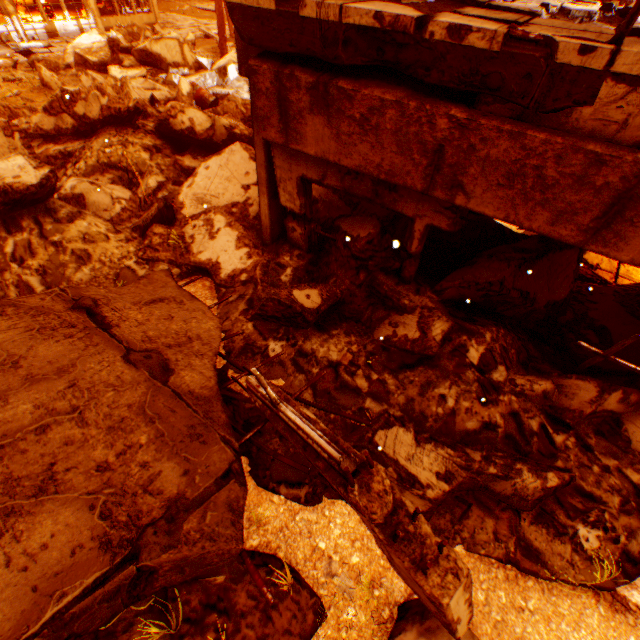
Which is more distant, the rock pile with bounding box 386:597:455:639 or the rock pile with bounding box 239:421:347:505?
the rock pile with bounding box 239:421:347:505

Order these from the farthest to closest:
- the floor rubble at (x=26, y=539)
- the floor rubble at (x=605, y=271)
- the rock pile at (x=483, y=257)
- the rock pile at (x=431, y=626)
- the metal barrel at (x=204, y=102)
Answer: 1. the metal barrel at (x=204, y=102)
2. the floor rubble at (x=605, y=271)
3. the rock pile at (x=483, y=257)
4. the rock pile at (x=431, y=626)
5. the floor rubble at (x=26, y=539)

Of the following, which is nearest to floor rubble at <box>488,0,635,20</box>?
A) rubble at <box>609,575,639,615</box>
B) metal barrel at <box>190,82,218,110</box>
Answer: rubble at <box>609,575,639,615</box>

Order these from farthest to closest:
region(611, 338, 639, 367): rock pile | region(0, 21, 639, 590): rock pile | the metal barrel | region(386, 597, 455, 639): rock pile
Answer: the metal barrel, region(611, 338, 639, 367): rock pile, region(0, 21, 639, 590): rock pile, region(386, 597, 455, 639): rock pile

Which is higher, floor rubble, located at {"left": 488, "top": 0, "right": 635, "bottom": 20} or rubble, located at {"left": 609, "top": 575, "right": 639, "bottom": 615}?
floor rubble, located at {"left": 488, "top": 0, "right": 635, "bottom": 20}

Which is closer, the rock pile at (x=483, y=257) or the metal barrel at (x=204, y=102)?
the rock pile at (x=483, y=257)

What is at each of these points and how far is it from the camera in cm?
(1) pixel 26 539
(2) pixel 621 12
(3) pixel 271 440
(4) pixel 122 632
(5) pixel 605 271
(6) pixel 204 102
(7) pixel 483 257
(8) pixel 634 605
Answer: (1) floor rubble, 144
(2) floor rubble, 331
(3) rock pile, 321
(4) rock pile, 222
(5) floor rubble, 528
(6) metal barrel, 1012
(7) rock pile, 367
(8) rubble, 250
